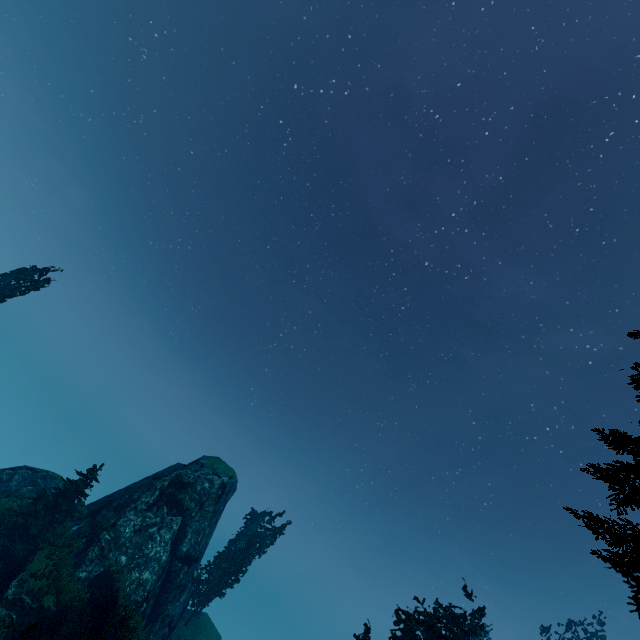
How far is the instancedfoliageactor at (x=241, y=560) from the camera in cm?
2694

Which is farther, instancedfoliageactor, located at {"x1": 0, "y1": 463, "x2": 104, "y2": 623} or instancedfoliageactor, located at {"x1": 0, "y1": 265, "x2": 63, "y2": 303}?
instancedfoliageactor, located at {"x1": 0, "y1": 265, "x2": 63, "y2": 303}

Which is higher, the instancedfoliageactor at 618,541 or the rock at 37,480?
the instancedfoliageactor at 618,541

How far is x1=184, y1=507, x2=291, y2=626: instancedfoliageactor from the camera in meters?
26.9

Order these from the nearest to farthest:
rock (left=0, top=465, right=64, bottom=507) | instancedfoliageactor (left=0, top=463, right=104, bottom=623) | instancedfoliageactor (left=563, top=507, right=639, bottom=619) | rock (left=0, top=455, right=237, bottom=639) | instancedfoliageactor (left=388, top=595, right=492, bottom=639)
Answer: instancedfoliageactor (left=563, top=507, right=639, bottom=619) < rock (left=0, top=455, right=237, bottom=639) < instancedfoliageactor (left=0, top=463, right=104, bottom=623) < instancedfoliageactor (left=388, top=595, right=492, bottom=639) < rock (left=0, top=465, right=64, bottom=507)

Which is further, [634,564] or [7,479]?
[7,479]

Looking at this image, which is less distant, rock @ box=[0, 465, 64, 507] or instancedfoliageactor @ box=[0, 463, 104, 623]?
instancedfoliageactor @ box=[0, 463, 104, 623]

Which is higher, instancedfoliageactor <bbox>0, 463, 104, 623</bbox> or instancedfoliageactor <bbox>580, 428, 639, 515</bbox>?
instancedfoliageactor <bbox>580, 428, 639, 515</bbox>
